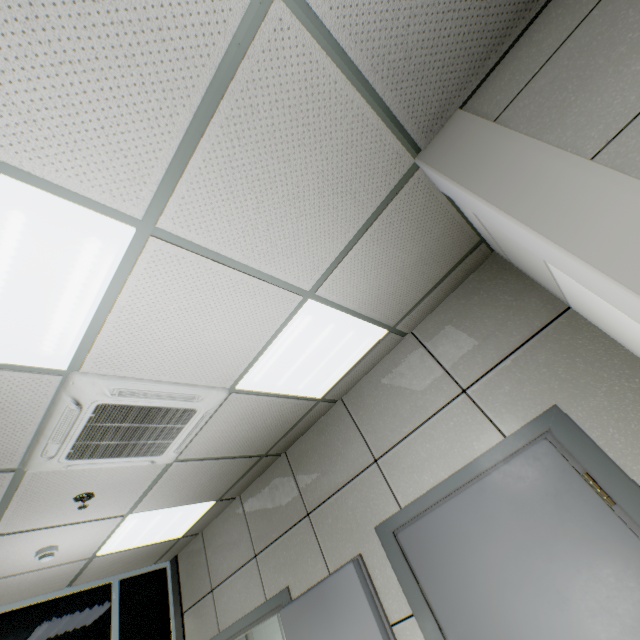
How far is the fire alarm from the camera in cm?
294

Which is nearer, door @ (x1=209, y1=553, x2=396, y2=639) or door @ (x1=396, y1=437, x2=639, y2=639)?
door @ (x1=396, y1=437, x2=639, y2=639)

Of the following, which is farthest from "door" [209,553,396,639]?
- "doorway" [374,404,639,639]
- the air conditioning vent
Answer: the air conditioning vent

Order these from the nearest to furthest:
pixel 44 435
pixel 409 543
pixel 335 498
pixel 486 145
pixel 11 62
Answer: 1. pixel 11 62
2. pixel 486 145
3. pixel 44 435
4. pixel 409 543
5. pixel 335 498

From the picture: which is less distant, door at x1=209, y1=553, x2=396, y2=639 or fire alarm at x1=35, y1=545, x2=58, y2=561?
door at x1=209, y1=553, x2=396, y2=639

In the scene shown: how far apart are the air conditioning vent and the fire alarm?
1.47m

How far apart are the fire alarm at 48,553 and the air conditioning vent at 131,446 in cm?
147

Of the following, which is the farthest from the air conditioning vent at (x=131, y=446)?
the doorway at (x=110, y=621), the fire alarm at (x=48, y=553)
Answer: the doorway at (x=110, y=621)
